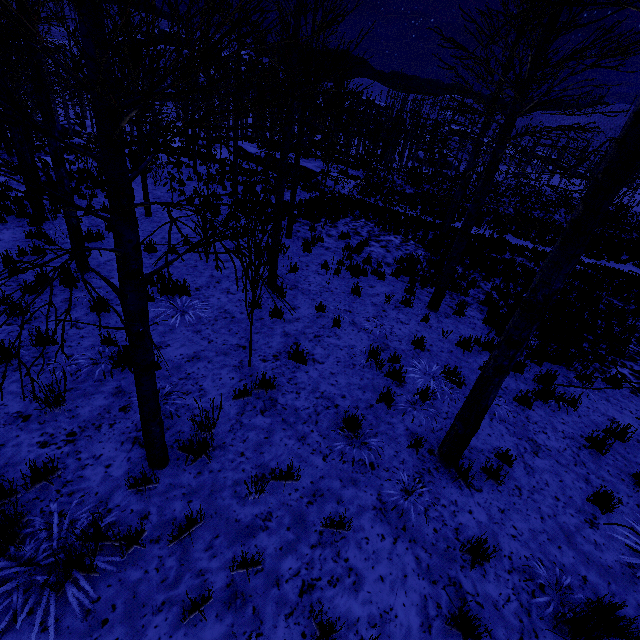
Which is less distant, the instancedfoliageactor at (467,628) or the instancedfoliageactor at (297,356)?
the instancedfoliageactor at (467,628)

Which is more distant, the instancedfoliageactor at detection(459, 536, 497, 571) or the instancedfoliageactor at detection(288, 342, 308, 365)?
the instancedfoliageactor at detection(288, 342, 308, 365)

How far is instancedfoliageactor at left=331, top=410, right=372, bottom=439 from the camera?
4.37m

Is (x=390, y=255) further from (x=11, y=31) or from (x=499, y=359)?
(x=11, y=31)

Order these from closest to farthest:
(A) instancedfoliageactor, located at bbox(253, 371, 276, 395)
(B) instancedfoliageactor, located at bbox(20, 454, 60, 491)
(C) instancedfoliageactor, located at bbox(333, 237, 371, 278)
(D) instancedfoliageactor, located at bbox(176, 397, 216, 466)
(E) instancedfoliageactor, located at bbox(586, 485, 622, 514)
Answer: (B) instancedfoliageactor, located at bbox(20, 454, 60, 491) → (D) instancedfoliageactor, located at bbox(176, 397, 216, 466) → (E) instancedfoliageactor, located at bbox(586, 485, 622, 514) → (A) instancedfoliageactor, located at bbox(253, 371, 276, 395) → (C) instancedfoliageactor, located at bbox(333, 237, 371, 278)
